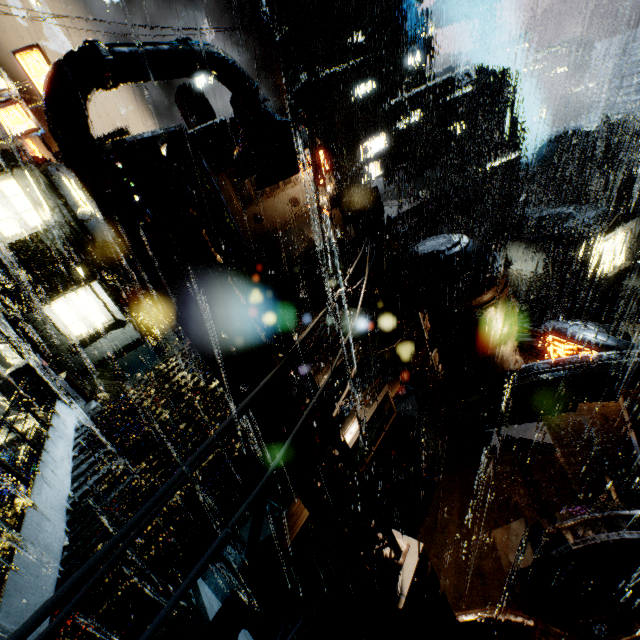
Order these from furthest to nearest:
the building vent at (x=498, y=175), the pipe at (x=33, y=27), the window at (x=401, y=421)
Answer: the building vent at (x=498, y=175) → the pipe at (x=33, y=27) → the window at (x=401, y=421)

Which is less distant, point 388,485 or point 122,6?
point 388,485

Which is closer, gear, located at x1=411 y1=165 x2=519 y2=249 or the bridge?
the bridge

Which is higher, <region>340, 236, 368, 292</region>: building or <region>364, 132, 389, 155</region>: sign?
<region>364, 132, 389, 155</region>: sign

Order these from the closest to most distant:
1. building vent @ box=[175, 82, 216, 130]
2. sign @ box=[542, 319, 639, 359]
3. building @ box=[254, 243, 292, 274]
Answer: sign @ box=[542, 319, 639, 359]
building @ box=[254, 243, 292, 274]
building vent @ box=[175, 82, 216, 130]

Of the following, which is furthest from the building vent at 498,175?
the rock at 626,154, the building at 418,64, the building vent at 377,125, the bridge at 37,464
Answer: the bridge at 37,464

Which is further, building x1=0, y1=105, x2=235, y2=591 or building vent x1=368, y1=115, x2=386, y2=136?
building vent x1=368, y1=115, x2=386, y2=136

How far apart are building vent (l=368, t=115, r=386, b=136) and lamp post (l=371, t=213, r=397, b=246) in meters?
38.4
